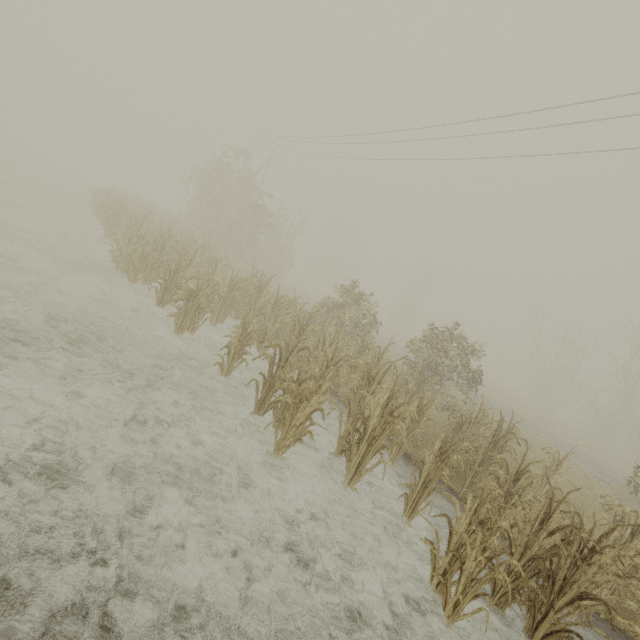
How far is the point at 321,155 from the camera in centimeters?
2583cm
